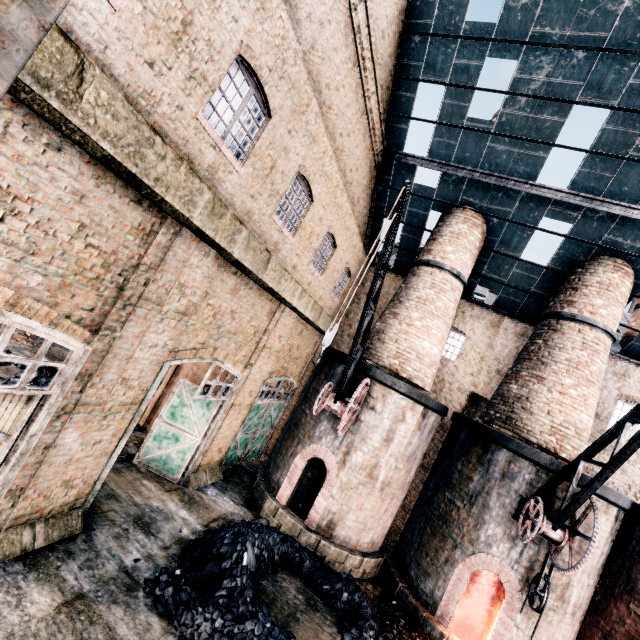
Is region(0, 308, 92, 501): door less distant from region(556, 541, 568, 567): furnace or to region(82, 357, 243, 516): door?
region(82, 357, 243, 516): door

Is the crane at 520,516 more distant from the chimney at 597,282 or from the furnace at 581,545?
the chimney at 597,282

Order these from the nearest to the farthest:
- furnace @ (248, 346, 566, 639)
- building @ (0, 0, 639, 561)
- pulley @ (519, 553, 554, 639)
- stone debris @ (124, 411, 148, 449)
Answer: building @ (0, 0, 639, 561) → pulley @ (519, 553, 554, 639) → furnace @ (248, 346, 566, 639) → stone debris @ (124, 411, 148, 449)

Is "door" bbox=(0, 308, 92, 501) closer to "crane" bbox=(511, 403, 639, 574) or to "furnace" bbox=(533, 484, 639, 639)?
"furnace" bbox=(533, 484, 639, 639)

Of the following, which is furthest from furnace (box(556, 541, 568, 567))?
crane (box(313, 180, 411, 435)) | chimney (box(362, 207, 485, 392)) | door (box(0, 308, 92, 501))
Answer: door (box(0, 308, 92, 501))

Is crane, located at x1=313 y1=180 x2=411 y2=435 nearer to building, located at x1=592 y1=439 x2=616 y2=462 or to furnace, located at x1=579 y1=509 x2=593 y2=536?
furnace, located at x1=579 y1=509 x2=593 y2=536

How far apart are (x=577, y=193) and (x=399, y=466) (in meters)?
13.14

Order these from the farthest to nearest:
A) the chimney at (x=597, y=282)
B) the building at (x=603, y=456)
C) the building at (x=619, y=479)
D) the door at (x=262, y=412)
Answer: the door at (x=262, y=412), the building at (x=603, y=456), the building at (x=619, y=479), the chimney at (x=597, y=282)
